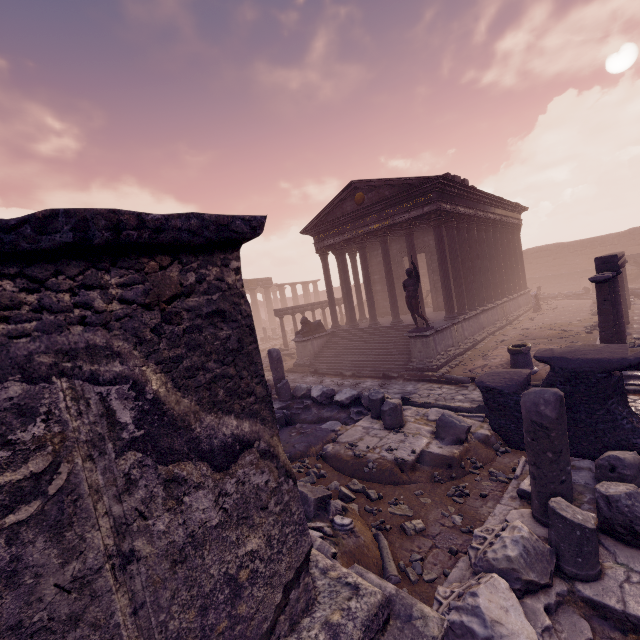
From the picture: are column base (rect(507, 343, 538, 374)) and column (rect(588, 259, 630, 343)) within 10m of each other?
yes

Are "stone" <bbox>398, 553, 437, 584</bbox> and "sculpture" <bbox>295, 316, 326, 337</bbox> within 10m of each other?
no

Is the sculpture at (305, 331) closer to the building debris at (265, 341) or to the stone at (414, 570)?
the building debris at (265, 341)

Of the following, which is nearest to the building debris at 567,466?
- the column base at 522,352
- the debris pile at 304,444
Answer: the debris pile at 304,444

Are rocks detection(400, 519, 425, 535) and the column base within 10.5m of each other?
yes

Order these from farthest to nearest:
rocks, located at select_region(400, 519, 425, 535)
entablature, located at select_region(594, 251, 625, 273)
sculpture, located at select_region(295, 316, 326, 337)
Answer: sculpture, located at select_region(295, 316, 326, 337) → entablature, located at select_region(594, 251, 625, 273) → rocks, located at select_region(400, 519, 425, 535)

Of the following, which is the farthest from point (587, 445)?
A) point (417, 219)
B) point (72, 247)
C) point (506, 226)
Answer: point (506, 226)

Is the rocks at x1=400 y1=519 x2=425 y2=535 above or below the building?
below
